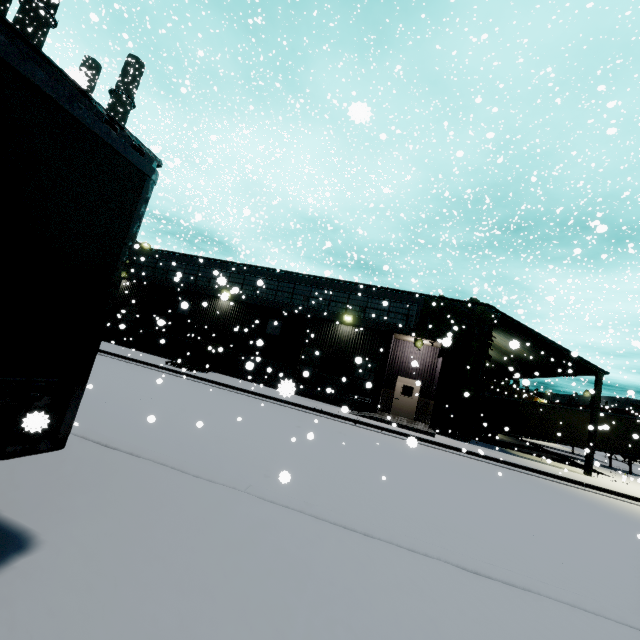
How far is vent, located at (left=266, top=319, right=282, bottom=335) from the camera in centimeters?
2147cm

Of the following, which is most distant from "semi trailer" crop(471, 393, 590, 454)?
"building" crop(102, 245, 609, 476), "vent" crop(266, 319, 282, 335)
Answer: "vent" crop(266, 319, 282, 335)

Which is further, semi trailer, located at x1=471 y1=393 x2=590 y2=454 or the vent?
semi trailer, located at x1=471 y1=393 x2=590 y2=454

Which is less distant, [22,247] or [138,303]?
[22,247]

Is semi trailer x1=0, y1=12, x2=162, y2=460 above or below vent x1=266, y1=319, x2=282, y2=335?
below

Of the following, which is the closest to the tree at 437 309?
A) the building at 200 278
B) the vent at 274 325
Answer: the building at 200 278

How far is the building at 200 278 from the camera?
18.09m
